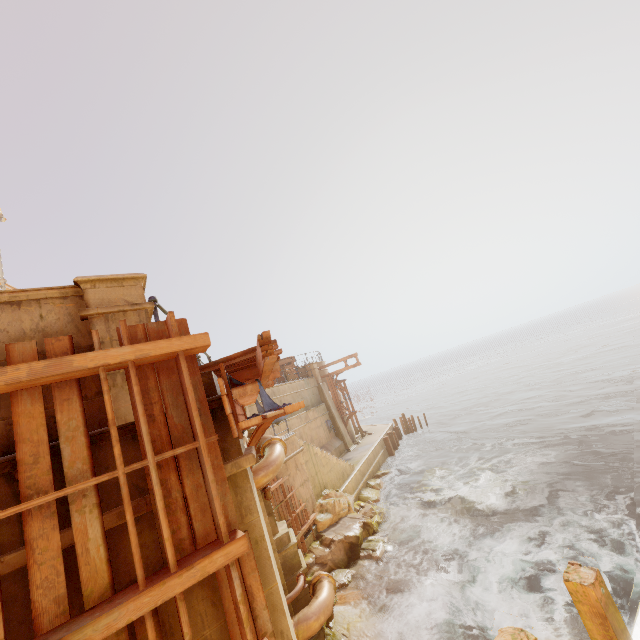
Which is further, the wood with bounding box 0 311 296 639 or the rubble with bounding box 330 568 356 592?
the rubble with bounding box 330 568 356 592

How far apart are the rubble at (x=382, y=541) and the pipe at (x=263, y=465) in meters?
5.3

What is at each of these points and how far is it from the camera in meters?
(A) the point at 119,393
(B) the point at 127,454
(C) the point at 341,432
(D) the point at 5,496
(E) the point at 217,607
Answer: (A) column, 3.0 m
(B) building, 2.9 m
(C) pillar, 23.7 m
(D) building, 2.4 m
(E) building, 2.8 m

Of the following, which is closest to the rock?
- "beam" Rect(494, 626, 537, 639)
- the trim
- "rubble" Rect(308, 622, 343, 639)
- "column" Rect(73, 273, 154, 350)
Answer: "rubble" Rect(308, 622, 343, 639)

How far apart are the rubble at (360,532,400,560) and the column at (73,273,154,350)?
11.5m

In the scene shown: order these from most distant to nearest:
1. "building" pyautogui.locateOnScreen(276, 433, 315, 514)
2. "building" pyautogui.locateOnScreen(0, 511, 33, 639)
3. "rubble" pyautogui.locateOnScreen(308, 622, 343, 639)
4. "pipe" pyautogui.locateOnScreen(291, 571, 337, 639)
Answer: "building" pyautogui.locateOnScreen(276, 433, 315, 514) → "rubble" pyautogui.locateOnScreen(308, 622, 343, 639) → "pipe" pyautogui.locateOnScreen(291, 571, 337, 639) → "building" pyautogui.locateOnScreen(0, 511, 33, 639)

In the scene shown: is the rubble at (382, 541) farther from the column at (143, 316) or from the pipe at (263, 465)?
the column at (143, 316)

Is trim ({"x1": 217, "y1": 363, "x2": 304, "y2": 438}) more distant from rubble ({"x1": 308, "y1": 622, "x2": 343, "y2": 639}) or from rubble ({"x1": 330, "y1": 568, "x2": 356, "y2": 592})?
rubble ({"x1": 330, "y1": 568, "x2": 356, "y2": 592})
